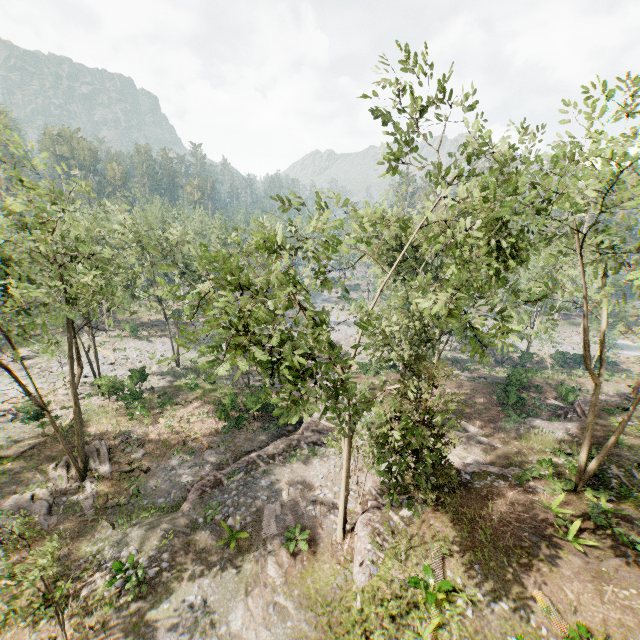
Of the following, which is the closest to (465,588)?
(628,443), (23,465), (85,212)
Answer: (628,443)

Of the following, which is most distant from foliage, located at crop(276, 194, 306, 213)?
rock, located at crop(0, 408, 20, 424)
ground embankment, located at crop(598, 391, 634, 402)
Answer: ground embankment, located at crop(598, 391, 634, 402)

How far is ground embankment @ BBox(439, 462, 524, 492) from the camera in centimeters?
1820cm

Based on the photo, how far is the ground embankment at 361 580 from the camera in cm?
1388

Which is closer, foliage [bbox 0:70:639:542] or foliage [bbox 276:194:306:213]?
foliage [bbox 0:70:639:542]

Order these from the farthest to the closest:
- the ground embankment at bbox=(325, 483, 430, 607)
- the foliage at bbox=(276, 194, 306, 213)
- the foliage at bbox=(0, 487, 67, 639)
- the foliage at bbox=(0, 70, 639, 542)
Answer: the ground embankment at bbox=(325, 483, 430, 607), the foliage at bbox=(276, 194, 306, 213), the foliage at bbox=(0, 487, 67, 639), the foliage at bbox=(0, 70, 639, 542)

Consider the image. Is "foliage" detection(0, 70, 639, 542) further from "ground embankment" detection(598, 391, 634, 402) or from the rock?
"ground embankment" detection(598, 391, 634, 402)

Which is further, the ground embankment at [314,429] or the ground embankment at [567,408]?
the ground embankment at [567,408]
